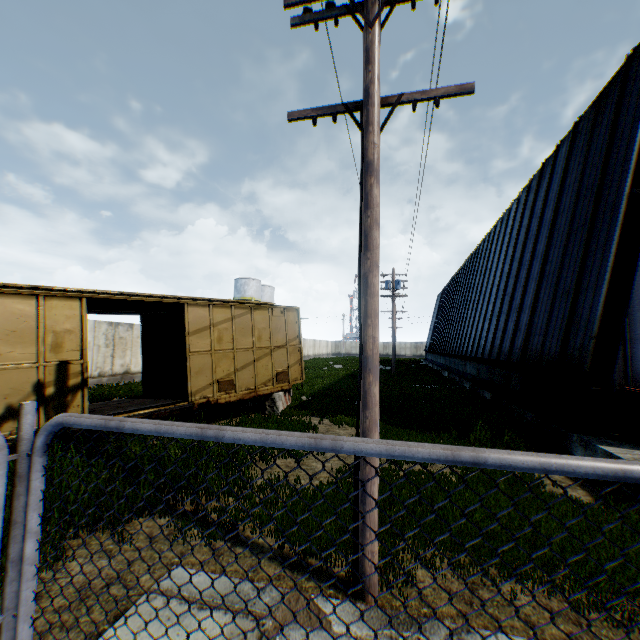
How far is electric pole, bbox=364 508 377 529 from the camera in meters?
3.5

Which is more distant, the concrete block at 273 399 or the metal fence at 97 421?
the concrete block at 273 399

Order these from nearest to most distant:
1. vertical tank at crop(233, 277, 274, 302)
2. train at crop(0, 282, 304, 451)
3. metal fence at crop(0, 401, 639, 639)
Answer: metal fence at crop(0, 401, 639, 639) < train at crop(0, 282, 304, 451) < vertical tank at crop(233, 277, 274, 302)

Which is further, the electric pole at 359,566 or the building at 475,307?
the building at 475,307

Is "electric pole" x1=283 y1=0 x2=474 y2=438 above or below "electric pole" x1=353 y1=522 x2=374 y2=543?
above

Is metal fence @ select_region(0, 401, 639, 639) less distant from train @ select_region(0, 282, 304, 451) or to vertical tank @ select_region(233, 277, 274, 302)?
train @ select_region(0, 282, 304, 451)

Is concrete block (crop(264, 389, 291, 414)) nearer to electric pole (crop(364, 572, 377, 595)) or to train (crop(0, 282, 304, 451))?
train (crop(0, 282, 304, 451))

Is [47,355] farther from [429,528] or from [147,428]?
[429,528]
